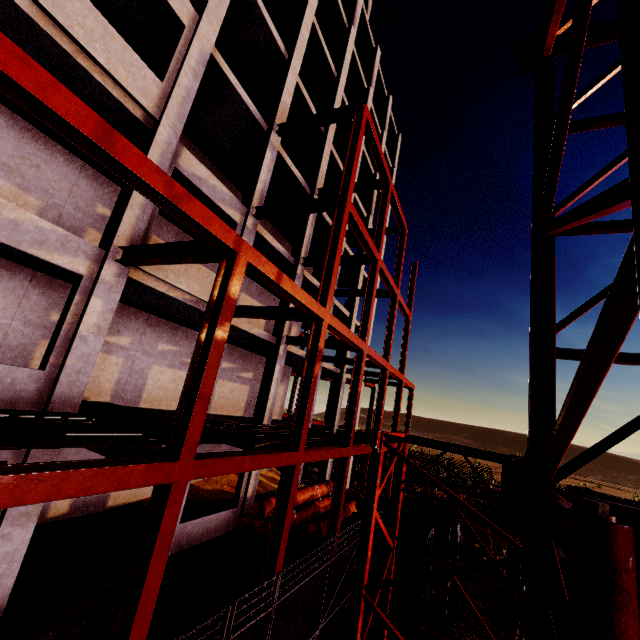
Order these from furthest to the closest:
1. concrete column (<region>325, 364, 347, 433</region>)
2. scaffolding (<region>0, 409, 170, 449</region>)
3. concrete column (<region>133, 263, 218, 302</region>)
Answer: concrete column (<region>325, 364, 347, 433</region>), concrete column (<region>133, 263, 218, 302</region>), scaffolding (<region>0, 409, 170, 449</region>)

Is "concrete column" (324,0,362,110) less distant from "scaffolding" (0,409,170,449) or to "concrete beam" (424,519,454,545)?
"scaffolding" (0,409,170,449)

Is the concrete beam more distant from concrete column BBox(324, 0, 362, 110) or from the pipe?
concrete column BBox(324, 0, 362, 110)

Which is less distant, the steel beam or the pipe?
the steel beam

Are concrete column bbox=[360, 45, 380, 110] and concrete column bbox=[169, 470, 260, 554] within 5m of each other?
yes

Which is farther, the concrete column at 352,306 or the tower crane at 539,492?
the concrete column at 352,306

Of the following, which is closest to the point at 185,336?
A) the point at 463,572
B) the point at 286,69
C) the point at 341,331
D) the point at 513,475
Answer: the point at 341,331

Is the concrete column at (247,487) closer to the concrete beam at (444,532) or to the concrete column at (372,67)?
the concrete column at (372,67)
